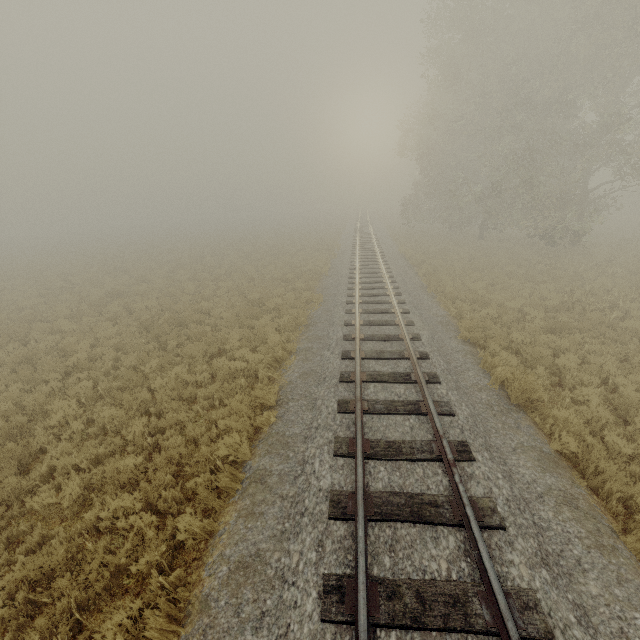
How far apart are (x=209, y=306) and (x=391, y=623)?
13.93m
